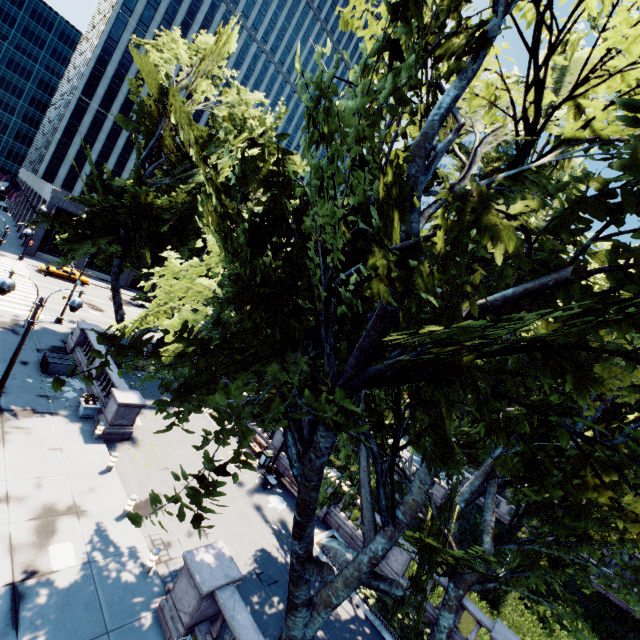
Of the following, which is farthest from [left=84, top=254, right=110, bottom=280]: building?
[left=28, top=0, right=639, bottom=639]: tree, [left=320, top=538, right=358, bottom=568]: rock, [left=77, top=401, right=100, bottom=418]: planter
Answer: [left=320, top=538, right=358, bottom=568]: rock

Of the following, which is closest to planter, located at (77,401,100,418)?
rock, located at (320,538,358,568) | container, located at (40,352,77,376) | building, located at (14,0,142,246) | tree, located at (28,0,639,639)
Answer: container, located at (40,352,77,376)

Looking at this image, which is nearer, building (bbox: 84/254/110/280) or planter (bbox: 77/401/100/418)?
planter (bbox: 77/401/100/418)

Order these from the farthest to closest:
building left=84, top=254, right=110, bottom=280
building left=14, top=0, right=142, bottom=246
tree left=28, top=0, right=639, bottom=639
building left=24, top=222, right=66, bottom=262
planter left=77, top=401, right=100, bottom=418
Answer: building left=84, top=254, right=110, bottom=280, building left=14, top=0, right=142, bottom=246, building left=24, top=222, right=66, bottom=262, planter left=77, top=401, right=100, bottom=418, tree left=28, top=0, right=639, bottom=639

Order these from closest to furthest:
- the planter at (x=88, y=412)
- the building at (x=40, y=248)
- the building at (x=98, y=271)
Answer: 1. the planter at (x=88, y=412)
2. the building at (x=40, y=248)
3. the building at (x=98, y=271)

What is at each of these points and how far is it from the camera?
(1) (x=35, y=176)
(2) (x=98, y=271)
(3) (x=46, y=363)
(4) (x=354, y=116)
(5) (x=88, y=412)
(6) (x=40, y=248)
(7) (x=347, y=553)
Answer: (1) building, 59.6m
(2) building, 50.6m
(3) container, 19.1m
(4) tree, 8.9m
(5) planter, 17.0m
(6) building, 44.9m
(7) rock, 15.9m

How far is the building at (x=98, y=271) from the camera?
49.4 meters

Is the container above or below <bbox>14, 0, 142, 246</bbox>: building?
below
